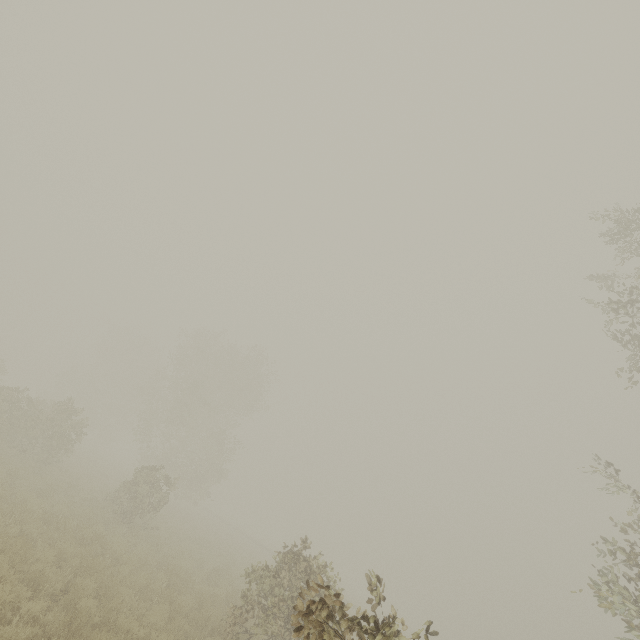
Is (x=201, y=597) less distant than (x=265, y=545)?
Yes
